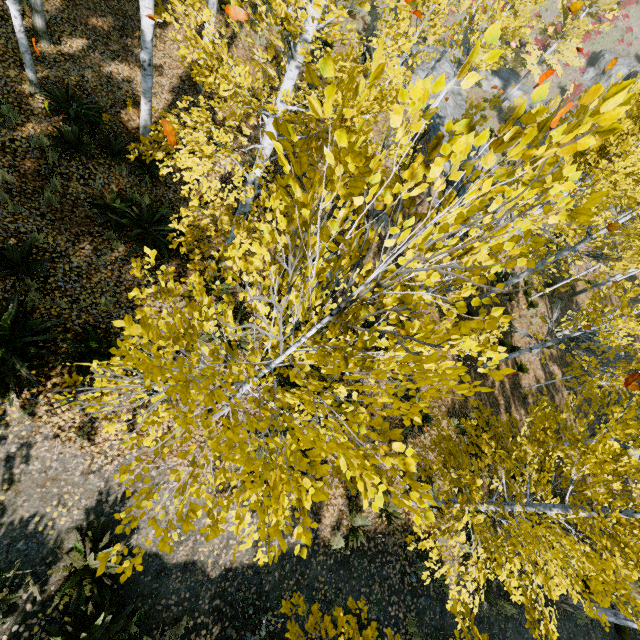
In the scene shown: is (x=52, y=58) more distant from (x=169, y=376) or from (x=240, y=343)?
(x=169, y=376)

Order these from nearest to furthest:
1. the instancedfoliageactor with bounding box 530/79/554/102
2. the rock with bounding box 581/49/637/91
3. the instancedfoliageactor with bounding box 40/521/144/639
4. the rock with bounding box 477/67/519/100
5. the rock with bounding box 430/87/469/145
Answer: the instancedfoliageactor with bounding box 530/79/554/102 < the instancedfoliageactor with bounding box 40/521/144/639 < the rock with bounding box 430/87/469/145 < the rock with bounding box 477/67/519/100 < the rock with bounding box 581/49/637/91

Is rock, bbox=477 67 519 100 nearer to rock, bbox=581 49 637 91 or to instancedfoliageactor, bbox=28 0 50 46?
instancedfoliageactor, bbox=28 0 50 46

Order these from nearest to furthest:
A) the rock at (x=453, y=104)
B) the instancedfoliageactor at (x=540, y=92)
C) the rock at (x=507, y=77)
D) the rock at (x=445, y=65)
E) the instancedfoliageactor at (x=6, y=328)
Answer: the instancedfoliageactor at (x=540, y=92)
the instancedfoliageactor at (x=6, y=328)
the rock at (x=453, y=104)
the rock at (x=445, y=65)
the rock at (x=507, y=77)

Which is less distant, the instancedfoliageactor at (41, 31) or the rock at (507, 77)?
the instancedfoliageactor at (41, 31)

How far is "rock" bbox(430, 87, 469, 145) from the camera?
19.1 meters

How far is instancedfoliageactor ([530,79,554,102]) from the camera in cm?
108

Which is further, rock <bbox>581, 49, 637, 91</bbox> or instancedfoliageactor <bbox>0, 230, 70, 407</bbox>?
rock <bbox>581, 49, 637, 91</bbox>
